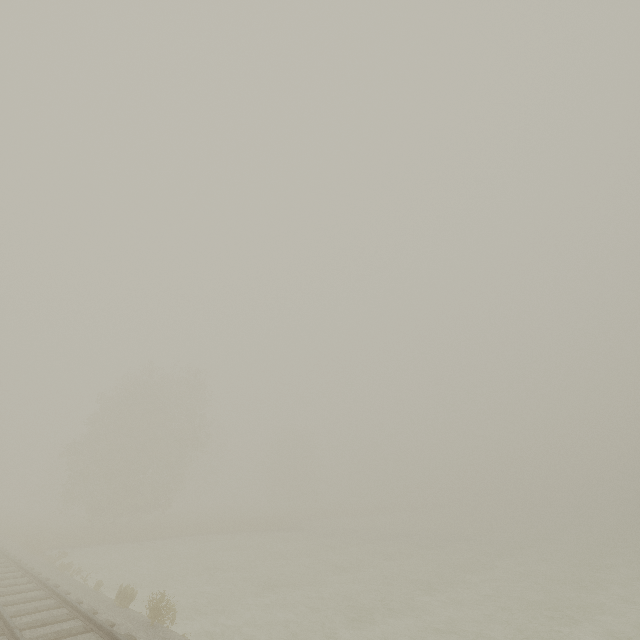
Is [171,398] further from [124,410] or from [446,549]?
[446,549]
